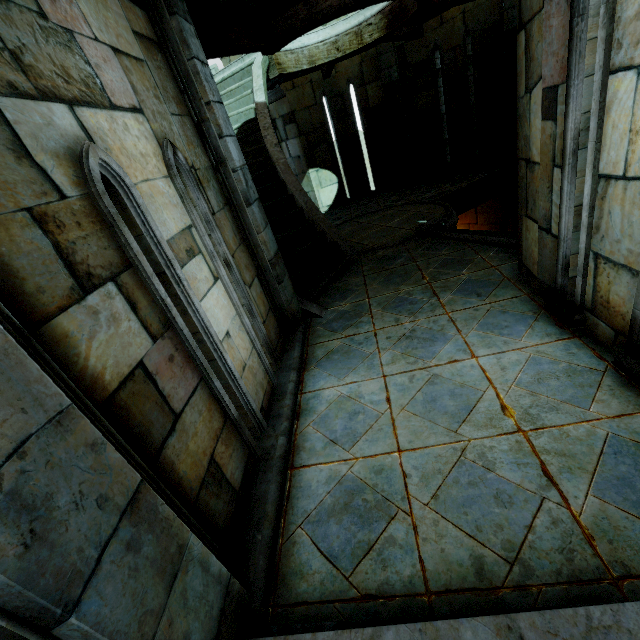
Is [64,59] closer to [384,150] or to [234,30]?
[234,30]
